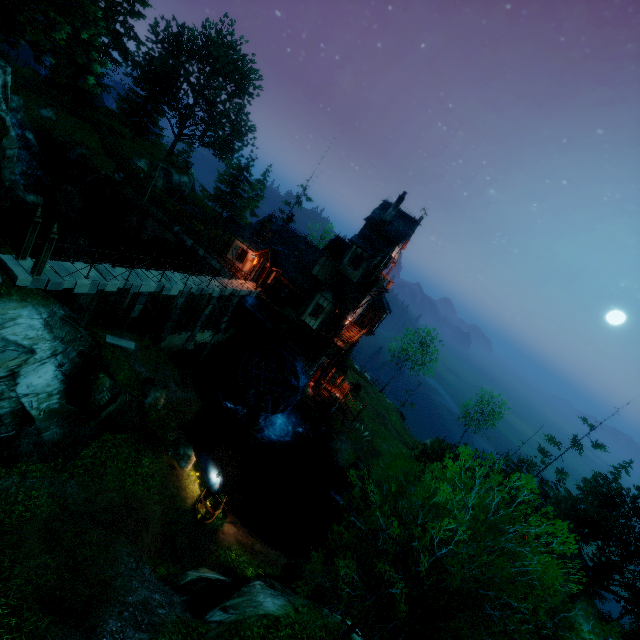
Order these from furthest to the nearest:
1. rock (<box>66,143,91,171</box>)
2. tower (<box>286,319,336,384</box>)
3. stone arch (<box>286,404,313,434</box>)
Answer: rock (<box>66,143,91,171</box>)
stone arch (<box>286,404,313,434</box>)
tower (<box>286,319,336,384</box>)

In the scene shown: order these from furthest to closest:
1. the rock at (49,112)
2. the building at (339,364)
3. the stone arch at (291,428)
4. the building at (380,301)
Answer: the building at (339,364)
the rock at (49,112)
the building at (380,301)
the stone arch at (291,428)

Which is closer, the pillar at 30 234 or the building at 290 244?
the pillar at 30 234

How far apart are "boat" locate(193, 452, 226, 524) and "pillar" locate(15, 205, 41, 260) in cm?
1484

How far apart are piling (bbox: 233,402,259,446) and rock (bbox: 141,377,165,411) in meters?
8.8

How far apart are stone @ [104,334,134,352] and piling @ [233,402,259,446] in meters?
11.0

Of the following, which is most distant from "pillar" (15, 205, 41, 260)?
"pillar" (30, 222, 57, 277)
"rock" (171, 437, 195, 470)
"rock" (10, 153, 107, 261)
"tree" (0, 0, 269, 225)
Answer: "rock" (171, 437, 195, 470)

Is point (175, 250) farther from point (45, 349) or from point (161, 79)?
point (161, 79)
